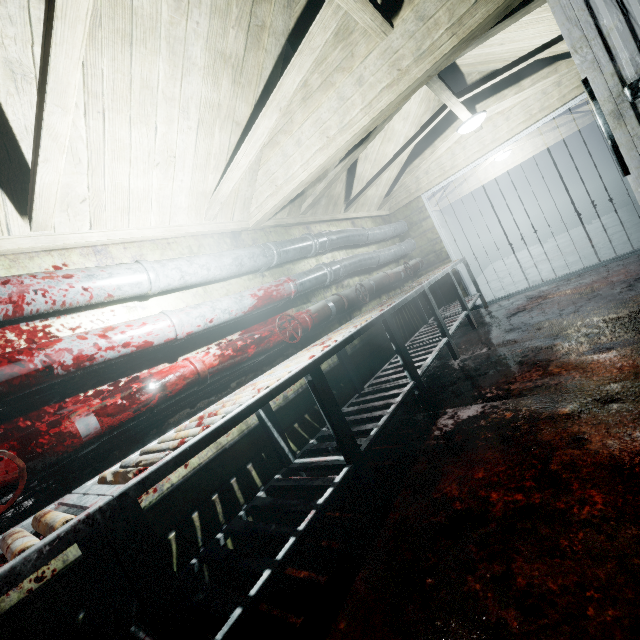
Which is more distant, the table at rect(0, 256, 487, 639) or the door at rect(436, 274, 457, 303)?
the door at rect(436, 274, 457, 303)

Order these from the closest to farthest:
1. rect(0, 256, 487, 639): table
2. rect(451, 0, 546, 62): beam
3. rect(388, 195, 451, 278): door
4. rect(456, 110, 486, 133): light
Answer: rect(0, 256, 487, 639): table
rect(451, 0, 546, 62): beam
rect(456, 110, 486, 133): light
rect(388, 195, 451, 278): door

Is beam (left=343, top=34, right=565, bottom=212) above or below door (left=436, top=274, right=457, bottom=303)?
above

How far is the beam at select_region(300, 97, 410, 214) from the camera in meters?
2.7

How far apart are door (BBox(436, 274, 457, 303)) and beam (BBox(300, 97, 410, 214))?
1.2m

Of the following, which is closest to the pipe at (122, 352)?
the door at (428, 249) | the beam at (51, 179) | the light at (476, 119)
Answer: the door at (428, 249)

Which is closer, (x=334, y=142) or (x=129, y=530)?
(x=129, y=530)

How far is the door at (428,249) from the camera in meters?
5.1
